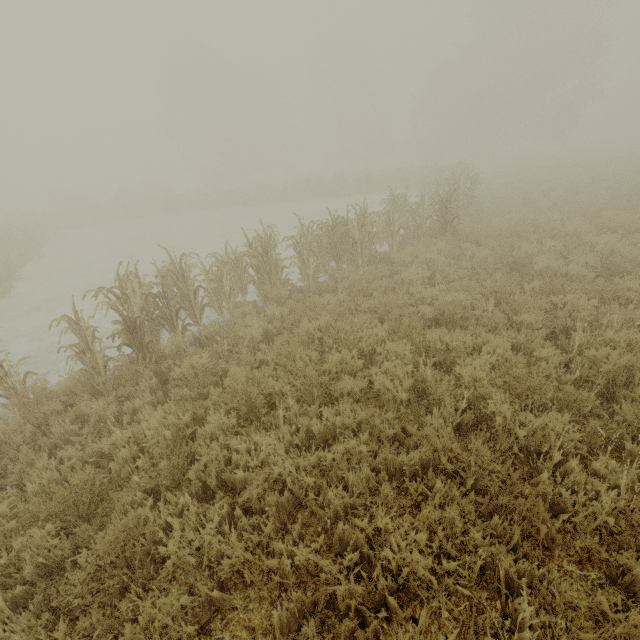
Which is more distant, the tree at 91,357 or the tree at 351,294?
the tree at 351,294

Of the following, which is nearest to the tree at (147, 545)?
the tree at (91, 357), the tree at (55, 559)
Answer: the tree at (55, 559)

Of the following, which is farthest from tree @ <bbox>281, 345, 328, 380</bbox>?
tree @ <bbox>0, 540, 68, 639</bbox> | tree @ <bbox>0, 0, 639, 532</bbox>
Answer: tree @ <bbox>0, 0, 639, 532</bbox>

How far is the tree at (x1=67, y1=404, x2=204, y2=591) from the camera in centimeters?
277cm

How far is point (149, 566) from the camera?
3.0 meters

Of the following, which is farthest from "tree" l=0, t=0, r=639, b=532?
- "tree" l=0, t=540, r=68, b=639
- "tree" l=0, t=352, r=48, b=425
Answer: "tree" l=0, t=352, r=48, b=425
